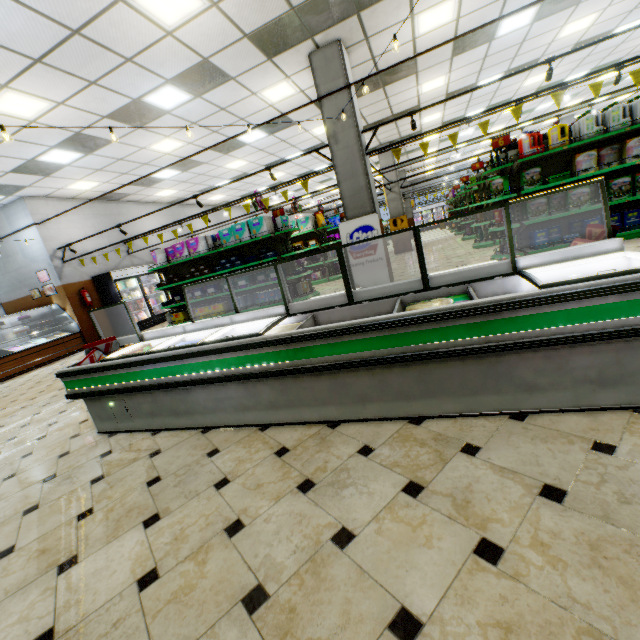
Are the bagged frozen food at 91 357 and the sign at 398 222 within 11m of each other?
no

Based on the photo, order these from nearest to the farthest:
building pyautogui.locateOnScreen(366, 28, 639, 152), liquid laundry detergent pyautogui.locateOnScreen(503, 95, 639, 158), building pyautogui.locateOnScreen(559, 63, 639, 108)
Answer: liquid laundry detergent pyautogui.locateOnScreen(503, 95, 639, 158) → building pyautogui.locateOnScreen(366, 28, 639, 152) → building pyautogui.locateOnScreen(559, 63, 639, 108)

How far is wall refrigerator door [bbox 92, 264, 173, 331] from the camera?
11.13m

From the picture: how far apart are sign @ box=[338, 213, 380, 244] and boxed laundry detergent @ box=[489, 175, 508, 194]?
2.6m

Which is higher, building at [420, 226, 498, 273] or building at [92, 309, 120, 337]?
building at [92, 309, 120, 337]

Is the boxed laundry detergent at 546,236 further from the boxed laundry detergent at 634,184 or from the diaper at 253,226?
the diaper at 253,226

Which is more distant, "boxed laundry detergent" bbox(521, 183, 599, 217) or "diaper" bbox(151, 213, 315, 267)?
"diaper" bbox(151, 213, 315, 267)

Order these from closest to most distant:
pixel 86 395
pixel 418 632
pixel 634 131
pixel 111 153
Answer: pixel 418 632 < pixel 86 395 < pixel 634 131 < pixel 111 153
